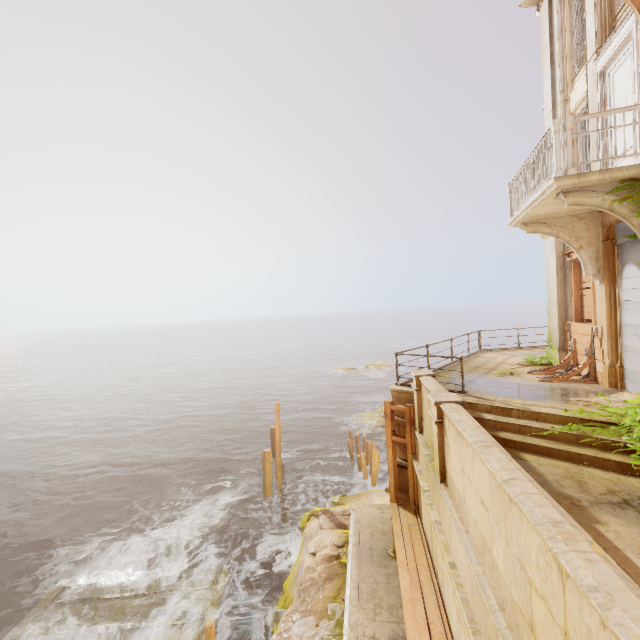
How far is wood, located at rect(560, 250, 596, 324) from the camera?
8.9m

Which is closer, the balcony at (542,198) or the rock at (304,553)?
the balcony at (542,198)

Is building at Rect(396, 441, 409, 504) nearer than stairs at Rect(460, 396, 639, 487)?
No

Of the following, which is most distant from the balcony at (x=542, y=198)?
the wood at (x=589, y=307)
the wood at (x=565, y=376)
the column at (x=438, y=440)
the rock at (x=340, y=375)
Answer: the rock at (x=340, y=375)

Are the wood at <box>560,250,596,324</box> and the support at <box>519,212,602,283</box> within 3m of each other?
yes

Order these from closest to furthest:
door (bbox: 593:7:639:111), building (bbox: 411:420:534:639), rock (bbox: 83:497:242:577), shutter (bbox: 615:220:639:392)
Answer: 1. building (bbox: 411:420:534:639)
2. door (bbox: 593:7:639:111)
3. shutter (bbox: 615:220:639:392)
4. rock (bbox: 83:497:242:577)

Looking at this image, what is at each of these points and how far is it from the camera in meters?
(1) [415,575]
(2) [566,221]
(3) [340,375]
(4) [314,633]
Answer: (1) trim, 6.8
(2) support, 8.5
(3) rock, 52.0
(4) rubble, 8.8

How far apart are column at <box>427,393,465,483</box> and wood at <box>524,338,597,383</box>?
4.62m
